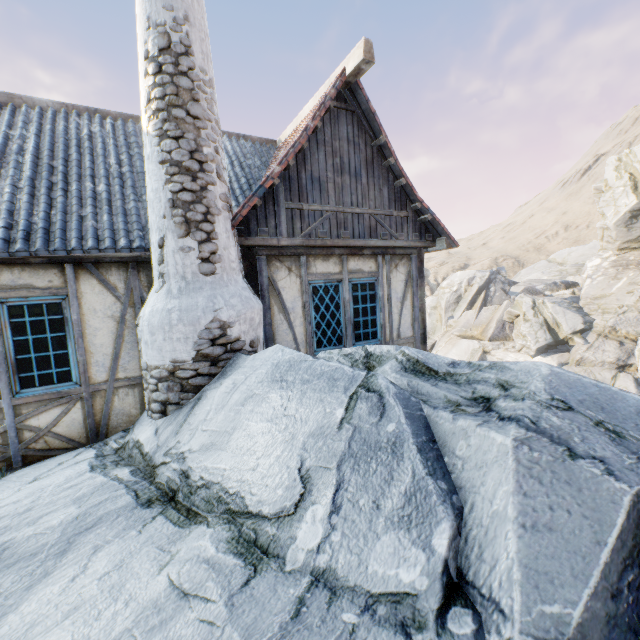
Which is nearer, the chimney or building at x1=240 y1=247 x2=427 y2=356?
the chimney

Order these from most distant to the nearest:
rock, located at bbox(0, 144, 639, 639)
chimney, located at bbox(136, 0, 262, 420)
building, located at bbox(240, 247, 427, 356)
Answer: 1. building, located at bbox(240, 247, 427, 356)
2. chimney, located at bbox(136, 0, 262, 420)
3. rock, located at bbox(0, 144, 639, 639)

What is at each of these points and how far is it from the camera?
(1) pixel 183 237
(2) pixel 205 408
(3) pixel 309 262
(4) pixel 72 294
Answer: (1) chimney, 4.12m
(2) rock, 3.61m
(3) building, 5.71m
(4) building, 4.56m

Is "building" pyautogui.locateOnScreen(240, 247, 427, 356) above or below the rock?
above

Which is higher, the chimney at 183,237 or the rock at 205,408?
the chimney at 183,237

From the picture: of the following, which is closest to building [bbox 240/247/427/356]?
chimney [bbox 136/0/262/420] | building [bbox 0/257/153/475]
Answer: chimney [bbox 136/0/262/420]

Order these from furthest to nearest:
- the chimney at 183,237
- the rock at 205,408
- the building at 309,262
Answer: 1. the building at 309,262
2. the chimney at 183,237
3. the rock at 205,408

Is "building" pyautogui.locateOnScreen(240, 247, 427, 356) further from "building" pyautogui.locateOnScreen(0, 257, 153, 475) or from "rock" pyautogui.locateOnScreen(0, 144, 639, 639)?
"building" pyautogui.locateOnScreen(0, 257, 153, 475)
